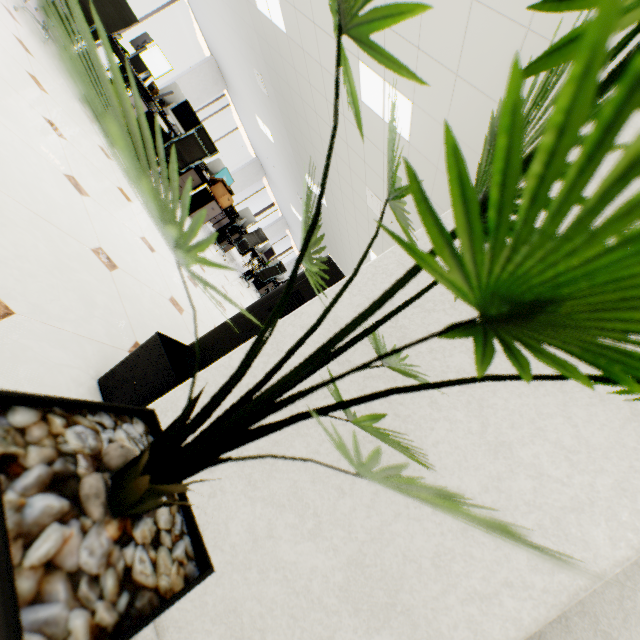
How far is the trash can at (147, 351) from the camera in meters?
1.2 m

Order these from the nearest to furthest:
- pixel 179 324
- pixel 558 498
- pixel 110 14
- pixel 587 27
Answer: pixel 587 27
pixel 558 498
pixel 179 324
pixel 110 14

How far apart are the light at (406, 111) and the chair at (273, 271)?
4.8 meters

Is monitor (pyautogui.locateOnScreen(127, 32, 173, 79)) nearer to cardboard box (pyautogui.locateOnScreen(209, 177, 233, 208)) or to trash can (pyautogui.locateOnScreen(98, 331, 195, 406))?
cardboard box (pyautogui.locateOnScreen(209, 177, 233, 208))

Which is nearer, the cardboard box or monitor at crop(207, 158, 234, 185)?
the cardboard box

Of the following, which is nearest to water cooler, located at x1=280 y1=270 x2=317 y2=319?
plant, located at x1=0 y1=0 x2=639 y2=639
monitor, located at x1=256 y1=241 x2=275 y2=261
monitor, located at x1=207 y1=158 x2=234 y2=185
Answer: plant, located at x1=0 y1=0 x2=639 y2=639

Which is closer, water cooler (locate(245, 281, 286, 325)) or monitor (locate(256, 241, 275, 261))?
water cooler (locate(245, 281, 286, 325))

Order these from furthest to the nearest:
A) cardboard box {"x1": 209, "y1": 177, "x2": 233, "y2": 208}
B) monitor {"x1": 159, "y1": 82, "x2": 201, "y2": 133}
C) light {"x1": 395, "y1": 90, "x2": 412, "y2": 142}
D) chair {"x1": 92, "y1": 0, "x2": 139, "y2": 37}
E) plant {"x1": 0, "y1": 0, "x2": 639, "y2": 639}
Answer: cardboard box {"x1": 209, "y1": 177, "x2": 233, "y2": 208}
monitor {"x1": 159, "y1": 82, "x2": 201, "y2": 133}
chair {"x1": 92, "y1": 0, "x2": 139, "y2": 37}
light {"x1": 395, "y1": 90, "x2": 412, "y2": 142}
plant {"x1": 0, "y1": 0, "x2": 639, "y2": 639}
